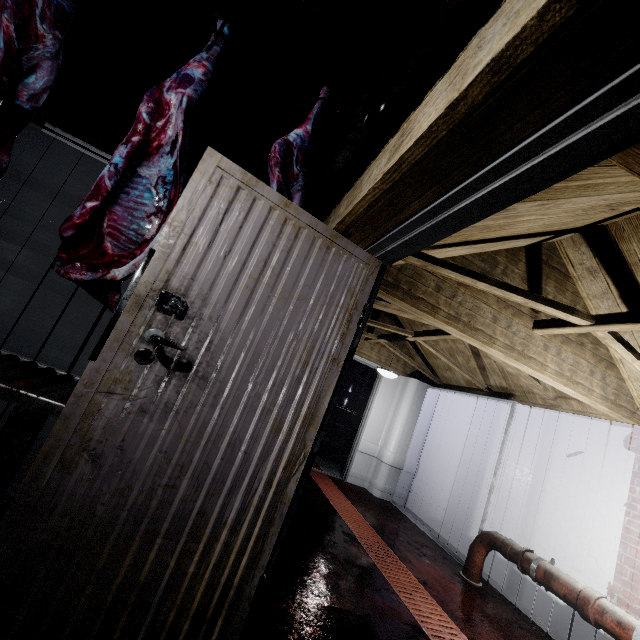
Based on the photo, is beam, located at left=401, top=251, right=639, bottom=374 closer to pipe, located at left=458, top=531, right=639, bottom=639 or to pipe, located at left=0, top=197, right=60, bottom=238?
pipe, located at left=458, top=531, right=639, bottom=639

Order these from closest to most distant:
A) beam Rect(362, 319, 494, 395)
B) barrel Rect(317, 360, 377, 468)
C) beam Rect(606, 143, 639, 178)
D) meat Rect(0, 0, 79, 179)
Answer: beam Rect(606, 143, 639, 178), meat Rect(0, 0, 79, 179), beam Rect(362, 319, 494, 395), barrel Rect(317, 360, 377, 468)

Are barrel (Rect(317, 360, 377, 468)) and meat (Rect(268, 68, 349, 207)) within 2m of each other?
no

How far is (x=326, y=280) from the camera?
1.50m

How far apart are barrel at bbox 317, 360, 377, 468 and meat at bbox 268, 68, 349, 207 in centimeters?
497cm

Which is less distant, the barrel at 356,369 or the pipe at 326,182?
the pipe at 326,182

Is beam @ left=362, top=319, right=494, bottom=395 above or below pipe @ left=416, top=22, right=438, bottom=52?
below

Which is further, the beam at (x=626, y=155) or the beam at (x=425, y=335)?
the beam at (x=425, y=335)
